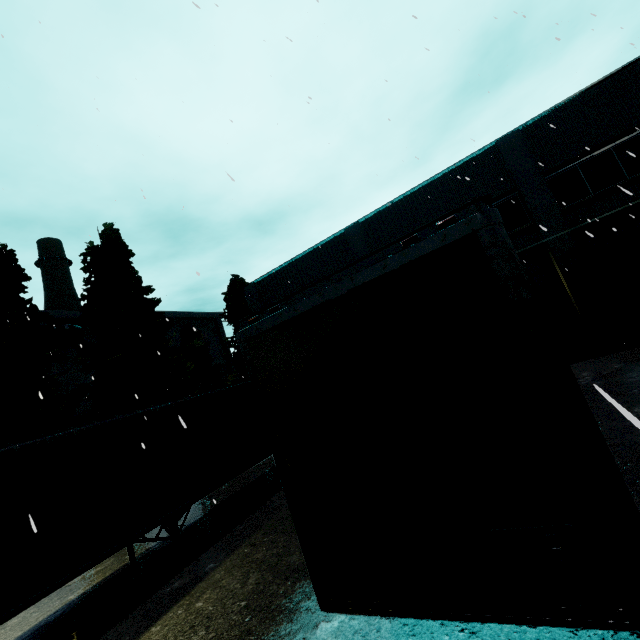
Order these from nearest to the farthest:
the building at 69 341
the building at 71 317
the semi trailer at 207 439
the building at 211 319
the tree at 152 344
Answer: the semi trailer at 207 439 → the tree at 152 344 → the building at 69 341 → the building at 71 317 → the building at 211 319

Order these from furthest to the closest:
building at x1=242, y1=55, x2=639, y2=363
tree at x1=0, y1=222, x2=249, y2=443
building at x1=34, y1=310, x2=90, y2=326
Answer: building at x1=34, y1=310, x2=90, y2=326, tree at x1=0, y1=222, x2=249, y2=443, building at x1=242, y1=55, x2=639, y2=363

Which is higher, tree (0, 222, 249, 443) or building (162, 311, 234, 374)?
building (162, 311, 234, 374)

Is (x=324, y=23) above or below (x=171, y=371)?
above

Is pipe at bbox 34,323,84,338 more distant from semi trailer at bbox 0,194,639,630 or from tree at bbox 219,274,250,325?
semi trailer at bbox 0,194,639,630

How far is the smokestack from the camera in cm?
3538

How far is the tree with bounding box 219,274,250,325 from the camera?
23.42m

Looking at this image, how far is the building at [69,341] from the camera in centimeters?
2720cm
